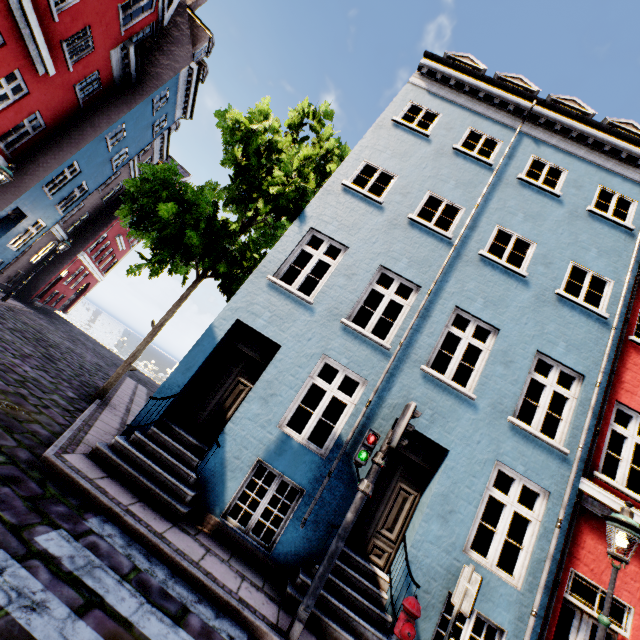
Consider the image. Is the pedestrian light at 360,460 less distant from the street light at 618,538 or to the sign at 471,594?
the sign at 471,594

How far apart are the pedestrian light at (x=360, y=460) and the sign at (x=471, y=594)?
1.6m

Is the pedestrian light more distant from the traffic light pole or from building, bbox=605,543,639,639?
building, bbox=605,543,639,639

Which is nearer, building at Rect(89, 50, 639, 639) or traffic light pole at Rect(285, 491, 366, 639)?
traffic light pole at Rect(285, 491, 366, 639)

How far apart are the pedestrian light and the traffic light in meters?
0.1

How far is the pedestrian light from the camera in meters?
4.8 m

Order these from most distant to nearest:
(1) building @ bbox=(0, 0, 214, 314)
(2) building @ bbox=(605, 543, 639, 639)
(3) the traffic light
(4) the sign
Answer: (1) building @ bbox=(0, 0, 214, 314)
(2) building @ bbox=(605, 543, 639, 639)
(3) the traffic light
(4) the sign

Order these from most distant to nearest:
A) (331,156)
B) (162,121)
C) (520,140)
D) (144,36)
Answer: (162,121) < (144,36) < (331,156) < (520,140)
